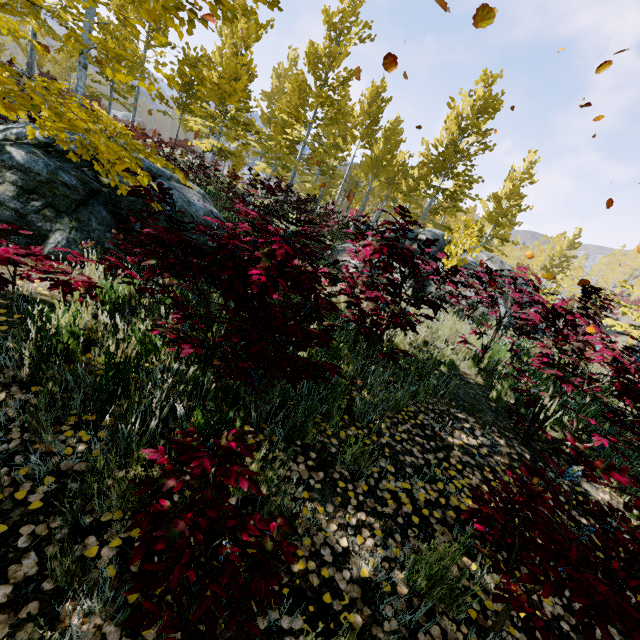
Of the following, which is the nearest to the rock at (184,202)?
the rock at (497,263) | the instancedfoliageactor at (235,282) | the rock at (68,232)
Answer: the instancedfoliageactor at (235,282)

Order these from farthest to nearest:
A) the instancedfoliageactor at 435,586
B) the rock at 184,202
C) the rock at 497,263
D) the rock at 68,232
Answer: the rock at 497,263, the rock at 184,202, the rock at 68,232, the instancedfoliageactor at 435,586

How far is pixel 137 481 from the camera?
1.55m

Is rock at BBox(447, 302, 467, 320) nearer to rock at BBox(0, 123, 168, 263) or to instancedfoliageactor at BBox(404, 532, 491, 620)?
instancedfoliageactor at BBox(404, 532, 491, 620)

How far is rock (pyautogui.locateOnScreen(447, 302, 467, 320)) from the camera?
8.0m

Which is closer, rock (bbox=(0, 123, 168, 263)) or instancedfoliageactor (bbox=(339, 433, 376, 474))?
instancedfoliageactor (bbox=(339, 433, 376, 474))

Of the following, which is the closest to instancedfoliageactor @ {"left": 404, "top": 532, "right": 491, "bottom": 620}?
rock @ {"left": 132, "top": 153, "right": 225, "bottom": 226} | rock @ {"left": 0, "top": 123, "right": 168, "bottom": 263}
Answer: rock @ {"left": 0, "top": 123, "right": 168, "bottom": 263}

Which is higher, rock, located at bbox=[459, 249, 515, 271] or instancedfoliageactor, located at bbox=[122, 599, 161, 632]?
rock, located at bbox=[459, 249, 515, 271]
